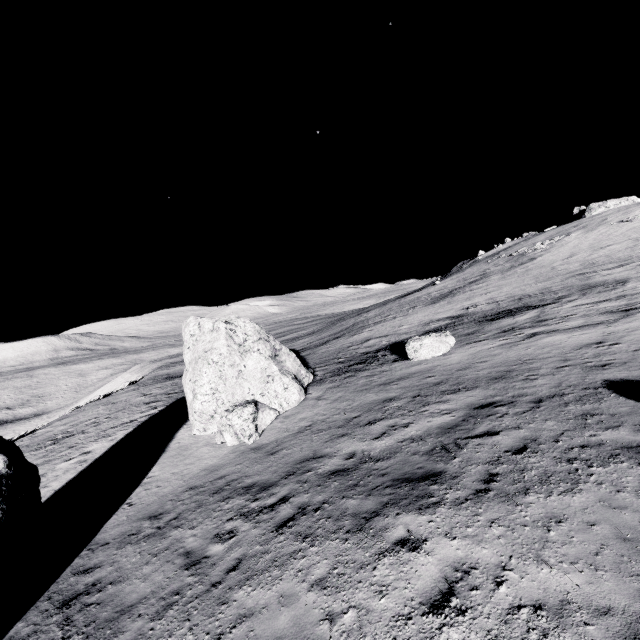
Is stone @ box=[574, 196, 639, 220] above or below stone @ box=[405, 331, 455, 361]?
above

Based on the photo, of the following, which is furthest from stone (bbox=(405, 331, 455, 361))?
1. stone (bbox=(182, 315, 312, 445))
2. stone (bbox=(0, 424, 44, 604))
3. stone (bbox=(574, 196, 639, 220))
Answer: stone (bbox=(574, 196, 639, 220))

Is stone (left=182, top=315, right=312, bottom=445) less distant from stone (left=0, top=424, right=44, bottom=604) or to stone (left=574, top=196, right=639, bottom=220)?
stone (left=0, top=424, right=44, bottom=604)

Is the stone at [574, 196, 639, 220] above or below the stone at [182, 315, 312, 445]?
above

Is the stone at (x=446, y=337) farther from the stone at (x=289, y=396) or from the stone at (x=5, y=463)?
the stone at (x=5, y=463)

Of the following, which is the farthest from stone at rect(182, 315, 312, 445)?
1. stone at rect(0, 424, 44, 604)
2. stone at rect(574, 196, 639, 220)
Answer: stone at rect(574, 196, 639, 220)

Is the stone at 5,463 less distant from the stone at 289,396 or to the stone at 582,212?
the stone at 289,396

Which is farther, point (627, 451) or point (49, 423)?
point (49, 423)
